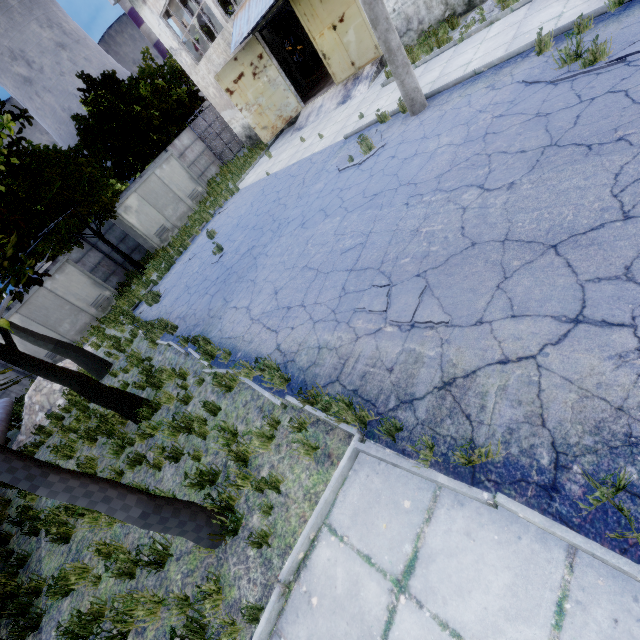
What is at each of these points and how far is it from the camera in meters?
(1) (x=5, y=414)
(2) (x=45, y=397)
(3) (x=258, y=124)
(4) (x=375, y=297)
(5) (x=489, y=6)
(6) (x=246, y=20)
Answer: (1) pipe, 13.7 m
(2) concrete debris, 13.5 m
(3) door, 17.8 m
(4) asphalt debris, 5.1 m
(5) concrete debris, 9.8 m
(6) awning, 14.3 m

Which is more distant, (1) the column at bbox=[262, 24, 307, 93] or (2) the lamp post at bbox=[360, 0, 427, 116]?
(1) the column at bbox=[262, 24, 307, 93]

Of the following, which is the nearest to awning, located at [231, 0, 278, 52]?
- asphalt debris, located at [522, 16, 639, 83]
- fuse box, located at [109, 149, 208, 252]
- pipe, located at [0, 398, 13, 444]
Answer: fuse box, located at [109, 149, 208, 252]

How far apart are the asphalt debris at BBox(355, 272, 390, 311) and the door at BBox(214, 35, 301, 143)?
16.4m

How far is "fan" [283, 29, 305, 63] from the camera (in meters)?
24.00

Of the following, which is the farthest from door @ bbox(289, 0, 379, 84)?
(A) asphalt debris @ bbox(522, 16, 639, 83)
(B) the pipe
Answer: (B) the pipe

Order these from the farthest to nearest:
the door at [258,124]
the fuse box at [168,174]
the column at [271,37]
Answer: the column at [271,37]
the fuse box at [168,174]
the door at [258,124]

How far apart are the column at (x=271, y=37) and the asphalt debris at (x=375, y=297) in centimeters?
2218cm
